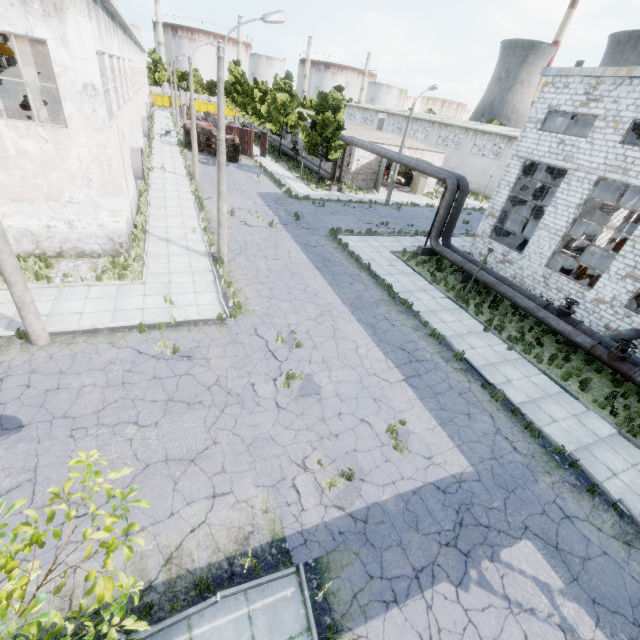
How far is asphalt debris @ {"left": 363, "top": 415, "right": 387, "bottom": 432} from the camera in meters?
9.7 m

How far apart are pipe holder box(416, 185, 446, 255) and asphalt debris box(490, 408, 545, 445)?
13.7m

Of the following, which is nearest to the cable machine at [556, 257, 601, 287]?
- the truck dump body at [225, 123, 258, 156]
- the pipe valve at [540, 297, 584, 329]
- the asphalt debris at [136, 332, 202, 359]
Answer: the pipe valve at [540, 297, 584, 329]

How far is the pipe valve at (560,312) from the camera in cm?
1501

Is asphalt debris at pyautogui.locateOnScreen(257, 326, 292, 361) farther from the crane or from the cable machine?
the crane

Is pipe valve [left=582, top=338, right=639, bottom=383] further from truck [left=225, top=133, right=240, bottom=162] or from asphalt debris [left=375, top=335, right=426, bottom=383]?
truck [left=225, top=133, right=240, bottom=162]

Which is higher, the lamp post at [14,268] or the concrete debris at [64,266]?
the lamp post at [14,268]

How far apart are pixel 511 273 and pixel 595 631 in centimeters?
1888cm
